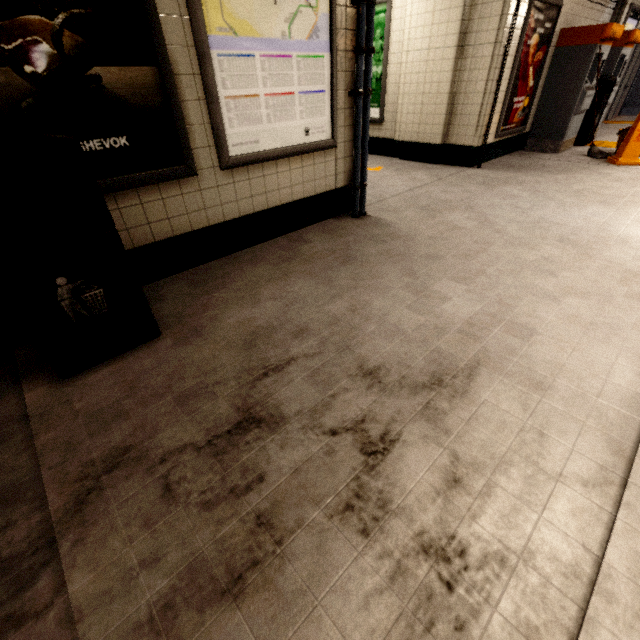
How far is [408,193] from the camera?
4.5m

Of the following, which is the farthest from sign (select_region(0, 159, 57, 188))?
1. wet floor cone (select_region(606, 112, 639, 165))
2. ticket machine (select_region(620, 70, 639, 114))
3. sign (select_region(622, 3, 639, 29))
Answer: ticket machine (select_region(620, 70, 639, 114))

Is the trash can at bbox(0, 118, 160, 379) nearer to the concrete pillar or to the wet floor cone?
the concrete pillar

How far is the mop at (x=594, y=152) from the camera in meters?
5.4 m

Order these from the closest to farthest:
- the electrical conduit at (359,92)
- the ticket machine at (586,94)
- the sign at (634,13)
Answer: the electrical conduit at (359,92), the ticket machine at (586,94), the sign at (634,13)

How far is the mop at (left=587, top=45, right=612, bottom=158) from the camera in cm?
544

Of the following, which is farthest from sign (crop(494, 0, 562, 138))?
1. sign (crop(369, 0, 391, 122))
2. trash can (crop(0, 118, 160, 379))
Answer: trash can (crop(0, 118, 160, 379))

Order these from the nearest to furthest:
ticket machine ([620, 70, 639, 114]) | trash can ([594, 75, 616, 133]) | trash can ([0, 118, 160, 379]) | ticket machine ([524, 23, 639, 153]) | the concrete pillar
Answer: trash can ([0, 118, 160, 379])
the concrete pillar
ticket machine ([524, 23, 639, 153])
trash can ([594, 75, 616, 133])
ticket machine ([620, 70, 639, 114])
